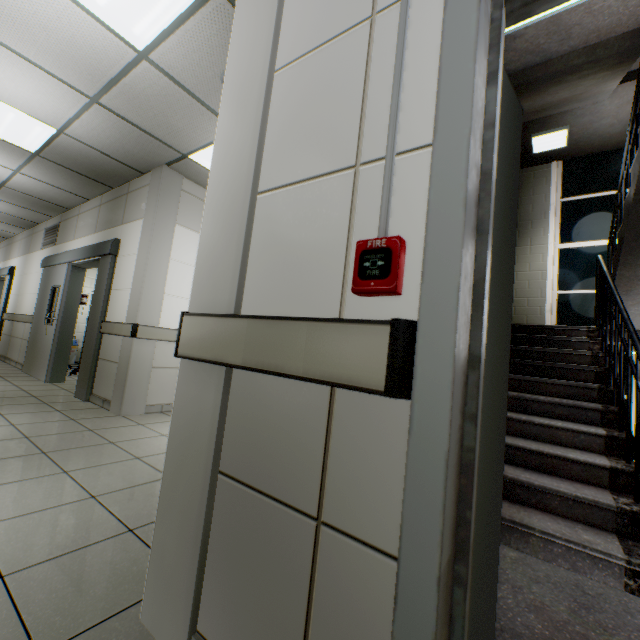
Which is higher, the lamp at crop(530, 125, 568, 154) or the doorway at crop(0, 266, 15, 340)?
the lamp at crop(530, 125, 568, 154)

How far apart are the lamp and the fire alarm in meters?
6.4 m

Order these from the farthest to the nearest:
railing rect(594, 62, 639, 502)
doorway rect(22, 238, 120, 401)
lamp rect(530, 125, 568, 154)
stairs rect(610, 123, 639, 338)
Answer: lamp rect(530, 125, 568, 154)
doorway rect(22, 238, 120, 401)
stairs rect(610, 123, 639, 338)
railing rect(594, 62, 639, 502)

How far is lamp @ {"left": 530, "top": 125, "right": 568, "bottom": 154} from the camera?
5.2 meters

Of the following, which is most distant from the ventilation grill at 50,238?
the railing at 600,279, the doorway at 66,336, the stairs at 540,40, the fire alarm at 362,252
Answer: the railing at 600,279

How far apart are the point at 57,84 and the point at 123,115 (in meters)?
0.54

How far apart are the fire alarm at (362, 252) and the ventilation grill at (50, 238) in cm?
808

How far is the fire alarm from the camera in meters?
0.8
